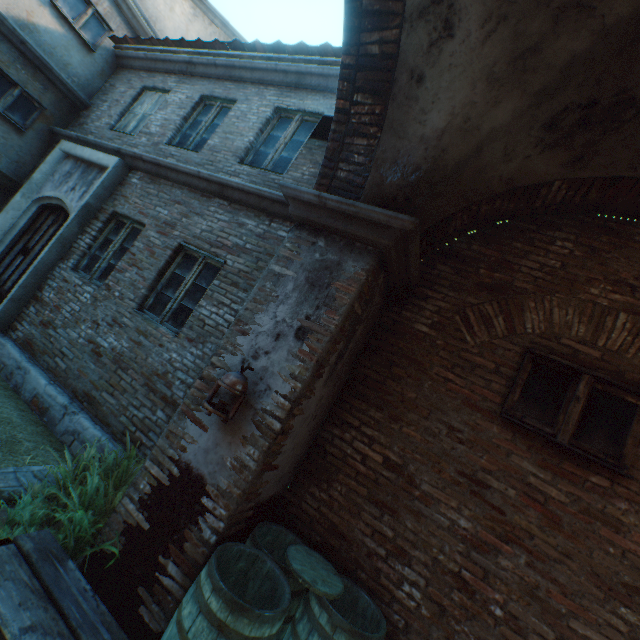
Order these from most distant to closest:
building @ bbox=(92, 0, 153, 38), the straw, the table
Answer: building @ bbox=(92, 0, 153, 38), the straw, the table

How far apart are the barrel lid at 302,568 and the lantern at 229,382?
1.2m

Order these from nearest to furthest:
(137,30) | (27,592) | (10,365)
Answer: (27,592) → (10,365) → (137,30)

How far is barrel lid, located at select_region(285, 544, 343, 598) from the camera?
2.5 meters

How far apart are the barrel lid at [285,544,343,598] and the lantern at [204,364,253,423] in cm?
125

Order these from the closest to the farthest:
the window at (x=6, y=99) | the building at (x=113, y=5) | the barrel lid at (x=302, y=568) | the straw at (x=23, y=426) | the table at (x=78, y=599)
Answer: the table at (x=78, y=599) → the barrel lid at (x=302, y=568) → the straw at (x=23, y=426) → the window at (x=6, y=99) → the building at (x=113, y=5)

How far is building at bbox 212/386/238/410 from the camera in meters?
2.8 m

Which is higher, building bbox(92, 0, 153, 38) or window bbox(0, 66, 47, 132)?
building bbox(92, 0, 153, 38)
